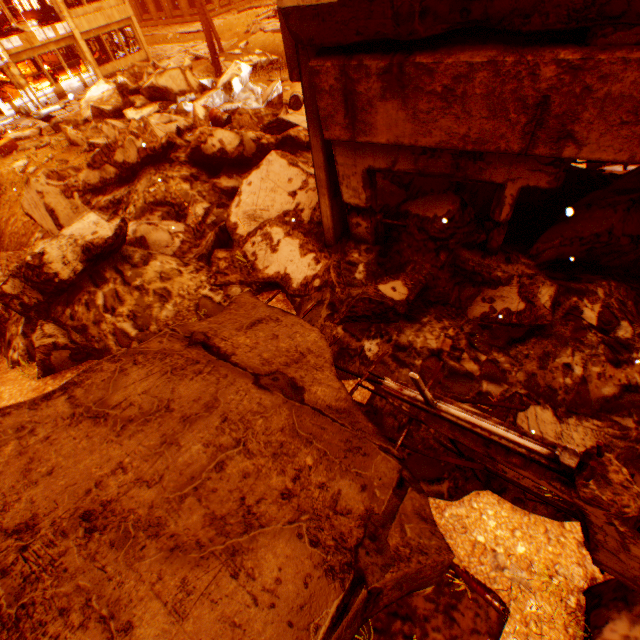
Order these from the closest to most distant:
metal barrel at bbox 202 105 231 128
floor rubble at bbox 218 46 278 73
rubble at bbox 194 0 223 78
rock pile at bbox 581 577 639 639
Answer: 1. rock pile at bbox 581 577 639 639
2. metal barrel at bbox 202 105 231 128
3. rubble at bbox 194 0 223 78
4. floor rubble at bbox 218 46 278 73

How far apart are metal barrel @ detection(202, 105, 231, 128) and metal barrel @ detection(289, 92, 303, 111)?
2.89m

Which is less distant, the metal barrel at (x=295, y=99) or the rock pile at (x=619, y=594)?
the rock pile at (x=619, y=594)

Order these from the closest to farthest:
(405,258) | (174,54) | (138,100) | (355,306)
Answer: (355,306) → (405,258) → (138,100) → (174,54)

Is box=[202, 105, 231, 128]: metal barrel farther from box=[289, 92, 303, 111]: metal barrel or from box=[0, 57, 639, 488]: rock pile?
box=[289, 92, 303, 111]: metal barrel

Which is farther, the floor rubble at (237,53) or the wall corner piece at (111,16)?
the wall corner piece at (111,16)

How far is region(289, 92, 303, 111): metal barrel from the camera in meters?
12.2 m

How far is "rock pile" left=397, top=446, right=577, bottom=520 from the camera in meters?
2.7
